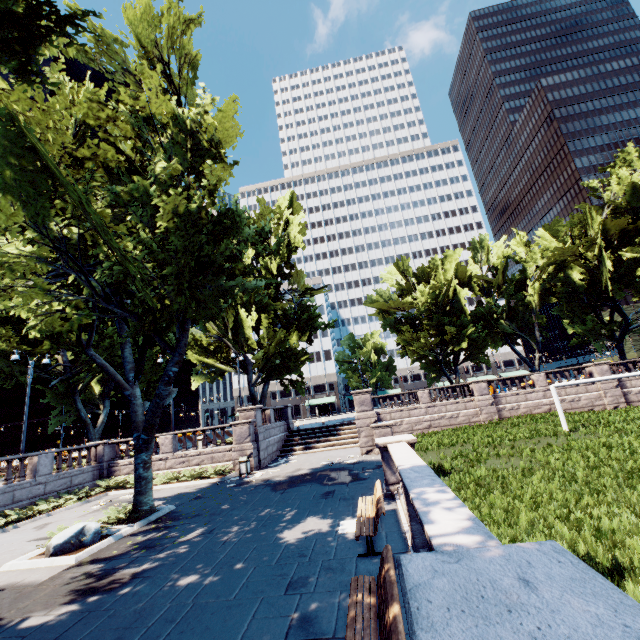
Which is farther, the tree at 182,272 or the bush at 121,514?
the bush at 121,514

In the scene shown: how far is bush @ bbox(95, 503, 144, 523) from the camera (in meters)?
12.10

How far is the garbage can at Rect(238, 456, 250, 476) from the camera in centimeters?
1916cm

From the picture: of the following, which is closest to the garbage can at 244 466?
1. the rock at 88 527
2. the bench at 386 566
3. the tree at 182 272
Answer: the tree at 182 272

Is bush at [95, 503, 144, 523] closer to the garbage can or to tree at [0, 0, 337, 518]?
the garbage can

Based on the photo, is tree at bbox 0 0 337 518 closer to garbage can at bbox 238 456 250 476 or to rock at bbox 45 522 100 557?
rock at bbox 45 522 100 557

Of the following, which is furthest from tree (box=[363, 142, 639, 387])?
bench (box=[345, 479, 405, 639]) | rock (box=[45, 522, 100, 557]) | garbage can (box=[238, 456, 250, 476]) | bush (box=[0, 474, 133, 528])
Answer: bench (box=[345, 479, 405, 639])

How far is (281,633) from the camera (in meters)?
4.90
